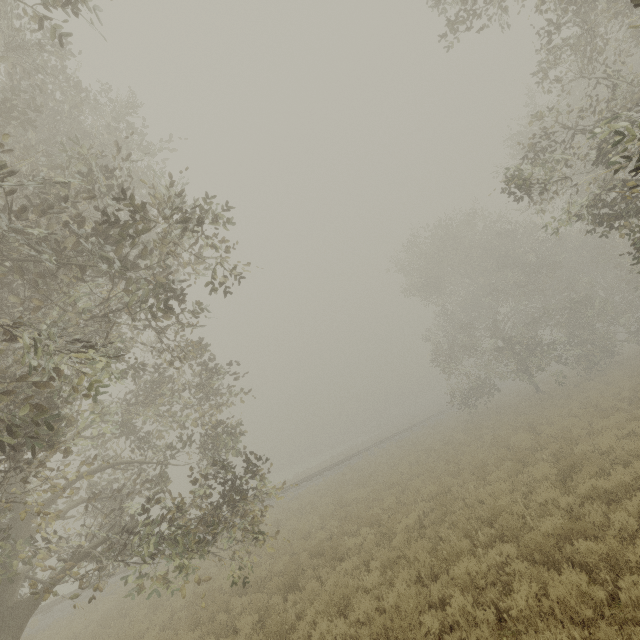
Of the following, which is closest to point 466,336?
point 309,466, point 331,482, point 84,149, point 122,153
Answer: point 331,482

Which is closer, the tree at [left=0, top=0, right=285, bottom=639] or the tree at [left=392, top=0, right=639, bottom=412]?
the tree at [left=0, top=0, right=285, bottom=639]

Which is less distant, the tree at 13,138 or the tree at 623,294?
the tree at 13,138
